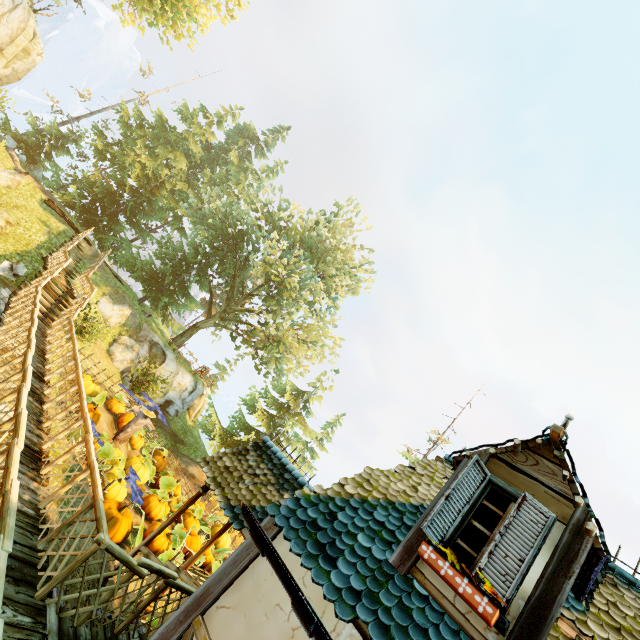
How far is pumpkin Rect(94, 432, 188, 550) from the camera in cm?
862

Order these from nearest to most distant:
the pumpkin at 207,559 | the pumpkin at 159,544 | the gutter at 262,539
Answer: the gutter at 262,539 → the pumpkin at 159,544 → the pumpkin at 207,559

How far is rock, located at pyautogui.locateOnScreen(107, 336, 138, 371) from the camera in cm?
1824

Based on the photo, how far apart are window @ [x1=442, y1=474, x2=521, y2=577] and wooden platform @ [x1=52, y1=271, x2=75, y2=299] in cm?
1730

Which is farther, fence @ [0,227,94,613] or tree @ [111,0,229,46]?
tree @ [111,0,229,46]

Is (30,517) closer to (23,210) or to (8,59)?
(23,210)

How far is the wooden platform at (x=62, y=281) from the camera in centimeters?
1446cm

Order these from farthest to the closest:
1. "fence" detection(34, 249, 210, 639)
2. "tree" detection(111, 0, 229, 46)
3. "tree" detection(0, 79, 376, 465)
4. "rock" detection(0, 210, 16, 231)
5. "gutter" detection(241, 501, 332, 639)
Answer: "tree" detection(0, 79, 376, 465), "tree" detection(111, 0, 229, 46), "rock" detection(0, 210, 16, 231), "fence" detection(34, 249, 210, 639), "gutter" detection(241, 501, 332, 639)
